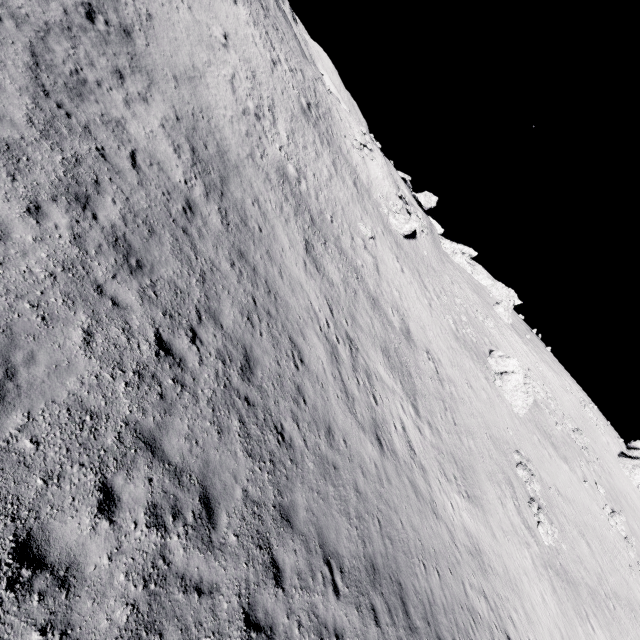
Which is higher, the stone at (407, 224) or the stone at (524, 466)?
the stone at (407, 224)

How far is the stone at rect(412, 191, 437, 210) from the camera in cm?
5408

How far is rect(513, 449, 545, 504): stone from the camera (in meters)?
25.44

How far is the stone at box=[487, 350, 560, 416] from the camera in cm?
3225

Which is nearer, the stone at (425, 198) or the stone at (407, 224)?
the stone at (407, 224)

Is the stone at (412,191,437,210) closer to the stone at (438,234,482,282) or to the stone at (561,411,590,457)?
the stone at (438,234,482,282)

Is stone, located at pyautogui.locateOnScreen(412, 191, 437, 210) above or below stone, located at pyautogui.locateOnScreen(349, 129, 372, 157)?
above

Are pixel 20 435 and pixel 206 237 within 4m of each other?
no
